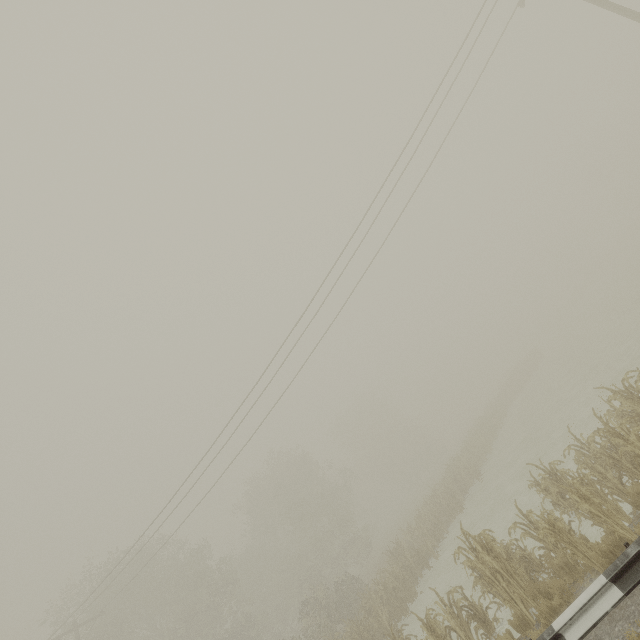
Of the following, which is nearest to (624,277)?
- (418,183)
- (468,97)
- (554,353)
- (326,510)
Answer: (554,353)
